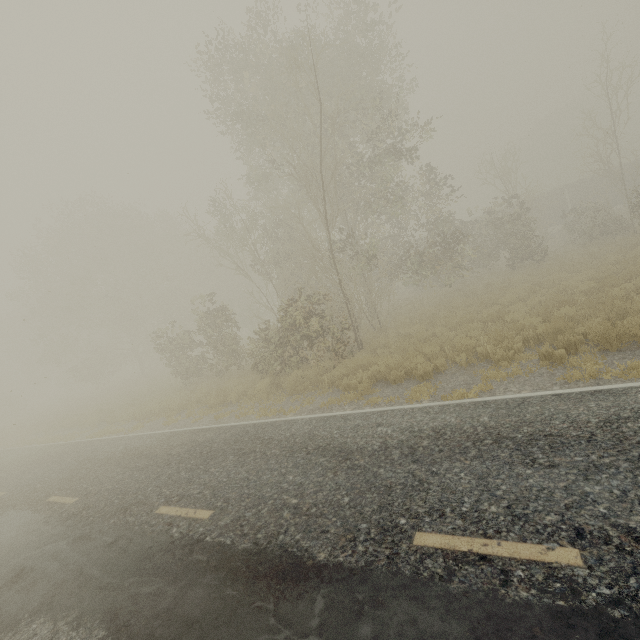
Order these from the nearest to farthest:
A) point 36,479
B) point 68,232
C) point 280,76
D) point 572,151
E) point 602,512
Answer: point 602,512 < point 36,479 < point 280,76 < point 68,232 < point 572,151

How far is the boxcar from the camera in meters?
33.5

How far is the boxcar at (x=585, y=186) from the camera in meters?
33.5
